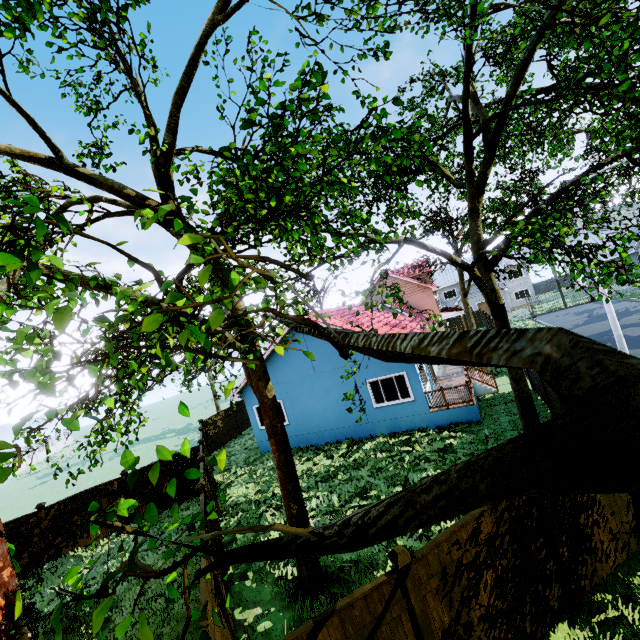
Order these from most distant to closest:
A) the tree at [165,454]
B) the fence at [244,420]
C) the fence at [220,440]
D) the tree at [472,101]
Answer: the fence at [244,420]
the fence at [220,440]
the tree at [165,454]
the tree at [472,101]

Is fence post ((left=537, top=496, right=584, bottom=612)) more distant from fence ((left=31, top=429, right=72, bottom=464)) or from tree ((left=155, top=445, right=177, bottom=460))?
tree ((left=155, top=445, right=177, bottom=460))

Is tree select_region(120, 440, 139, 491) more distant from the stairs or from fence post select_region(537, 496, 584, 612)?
the stairs

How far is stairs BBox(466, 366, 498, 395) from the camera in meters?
16.8

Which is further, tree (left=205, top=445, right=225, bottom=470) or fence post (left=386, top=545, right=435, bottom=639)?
fence post (left=386, top=545, right=435, bottom=639)

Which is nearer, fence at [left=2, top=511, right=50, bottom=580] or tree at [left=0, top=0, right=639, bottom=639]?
tree at [left=0, top=0, right=639, bottom=639]

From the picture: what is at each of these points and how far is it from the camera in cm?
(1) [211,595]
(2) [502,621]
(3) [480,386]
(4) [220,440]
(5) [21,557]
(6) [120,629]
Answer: (1) fence, 579
(2) fence, 508
(3) stairs, 1702
(4) fence, 2267
(5) fence, 1284
(6) tree, 136

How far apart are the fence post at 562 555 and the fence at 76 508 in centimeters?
1572cm
